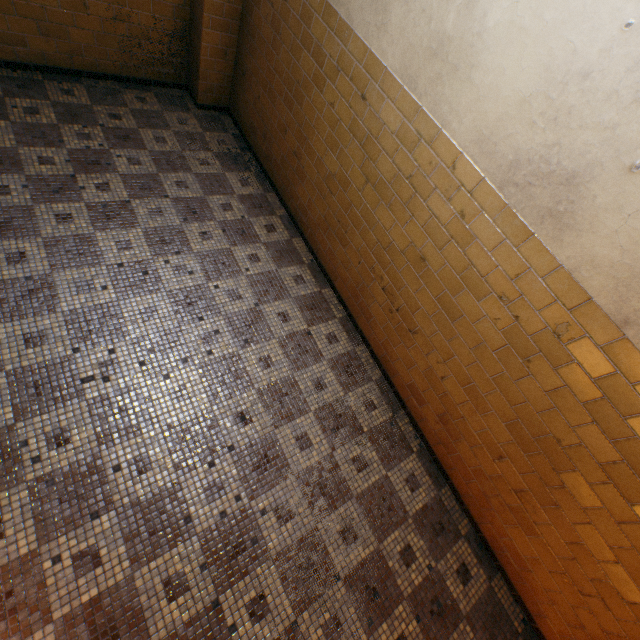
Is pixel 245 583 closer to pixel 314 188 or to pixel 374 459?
pixel 374 459
